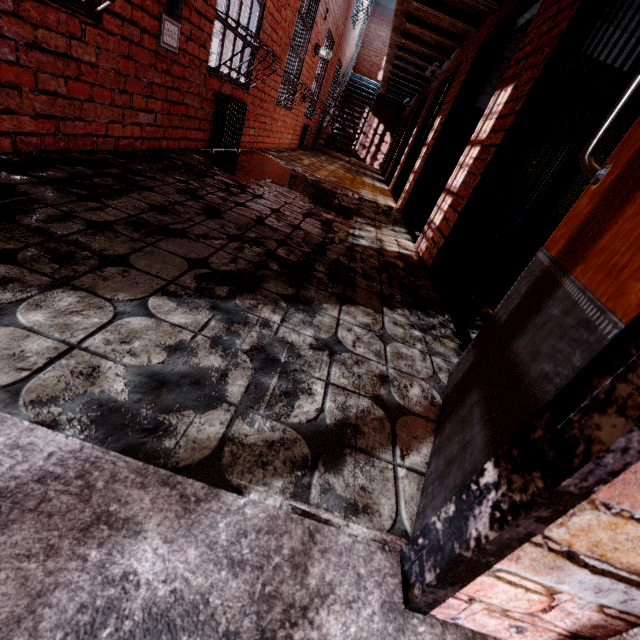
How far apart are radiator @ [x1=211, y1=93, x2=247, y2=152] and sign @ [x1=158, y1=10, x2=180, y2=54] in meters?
0.9 m

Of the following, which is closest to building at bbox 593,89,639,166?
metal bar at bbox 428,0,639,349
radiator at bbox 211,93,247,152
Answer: metal bar at bbox 428,0,639,349

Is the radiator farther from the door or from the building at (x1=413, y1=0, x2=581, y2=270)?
the door

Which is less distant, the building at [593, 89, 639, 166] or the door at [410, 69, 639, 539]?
the door at [410, 69, 639, 539]

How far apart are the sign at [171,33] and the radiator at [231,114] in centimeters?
89cm

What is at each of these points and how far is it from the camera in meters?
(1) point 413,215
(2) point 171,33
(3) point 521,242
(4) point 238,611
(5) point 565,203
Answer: (1) metal bar, 4.6
(2) sign, 2.8
(3) metal bar, 1.8
(4) stair, 0.6
(5) building, 2.7

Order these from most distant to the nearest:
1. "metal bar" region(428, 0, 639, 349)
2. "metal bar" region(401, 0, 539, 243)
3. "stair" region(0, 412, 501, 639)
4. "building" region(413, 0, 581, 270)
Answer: "metal bar" region(401, 0, 539, 243) < "building" region(413, 0, 581, 270) < "metal bar" region(428, 0, 639, 349) < "stair" region(0, 412, 501, 639)

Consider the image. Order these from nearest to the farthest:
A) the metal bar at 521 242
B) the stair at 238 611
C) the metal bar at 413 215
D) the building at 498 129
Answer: the stair at 238 611, the metal bar at 521 242, the building at 498 129, the metal bar at 413 215
